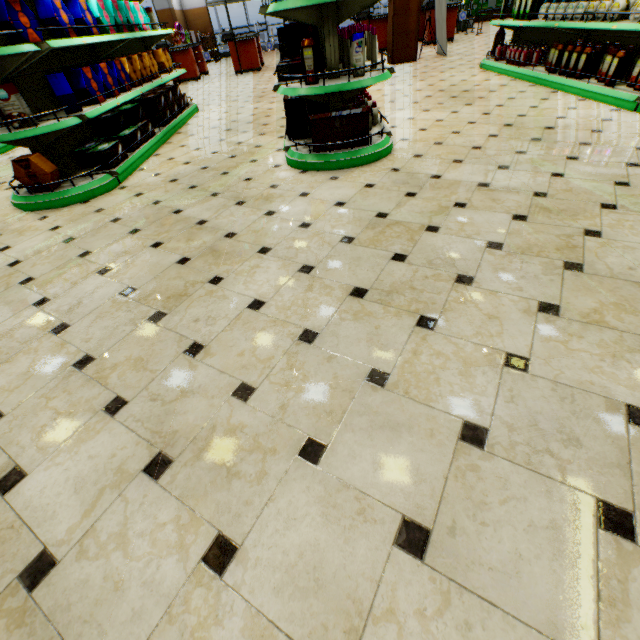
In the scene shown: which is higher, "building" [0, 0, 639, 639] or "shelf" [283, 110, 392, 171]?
"shelf" [283, 110, 392, 171]

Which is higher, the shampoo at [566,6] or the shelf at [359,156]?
the shampoo at [566,6]

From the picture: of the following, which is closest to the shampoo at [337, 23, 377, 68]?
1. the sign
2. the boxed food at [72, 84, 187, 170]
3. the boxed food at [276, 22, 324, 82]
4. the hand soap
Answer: the boxed food at [276, 22, 324, 82]

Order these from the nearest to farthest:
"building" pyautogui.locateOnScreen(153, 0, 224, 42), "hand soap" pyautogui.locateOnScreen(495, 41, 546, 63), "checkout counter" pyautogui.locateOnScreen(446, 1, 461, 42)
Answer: "hand soap" pyautogui.locateOnScreen(495, 41, 546, 63)
"checkout counter" pyautogui.locateOnScreen(446, 1, 461, 42)
"building" pyautogui.locateOnScreen(153, 0, 224, 42)

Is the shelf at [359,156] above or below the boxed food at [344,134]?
below

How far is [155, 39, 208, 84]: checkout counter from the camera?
10.7 meters

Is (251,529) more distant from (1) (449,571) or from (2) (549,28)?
(2) (549,28)

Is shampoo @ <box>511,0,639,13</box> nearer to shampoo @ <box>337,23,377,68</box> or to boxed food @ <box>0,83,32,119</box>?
shampoo @ <box>337,23,377,68</box>
